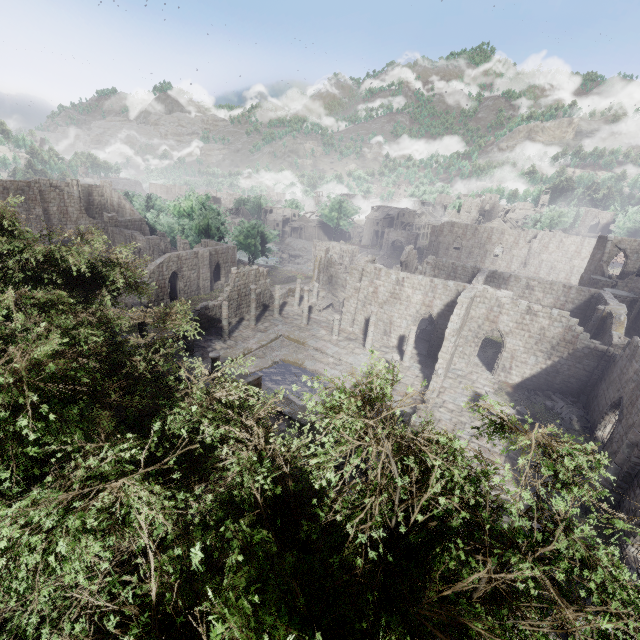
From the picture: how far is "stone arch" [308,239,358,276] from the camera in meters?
50.7

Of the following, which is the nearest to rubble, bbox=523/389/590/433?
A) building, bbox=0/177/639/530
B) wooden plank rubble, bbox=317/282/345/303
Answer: building, bbox=0/177/639/530

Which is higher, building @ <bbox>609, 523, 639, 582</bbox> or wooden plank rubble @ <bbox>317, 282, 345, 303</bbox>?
building @ <bbox>609, 523, 639, 582</bbox>

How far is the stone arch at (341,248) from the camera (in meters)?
50.72

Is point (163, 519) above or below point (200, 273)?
above

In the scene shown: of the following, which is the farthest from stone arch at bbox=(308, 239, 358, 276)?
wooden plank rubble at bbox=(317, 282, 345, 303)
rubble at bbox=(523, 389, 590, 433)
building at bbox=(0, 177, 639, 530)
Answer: rubble at bbox=(523, 389, 590, 433)

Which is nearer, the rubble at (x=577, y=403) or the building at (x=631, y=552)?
the building at (x=631, y=552)

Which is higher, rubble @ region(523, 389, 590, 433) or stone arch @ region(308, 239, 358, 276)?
stone arch @ region(308, 239, 358, 276)
